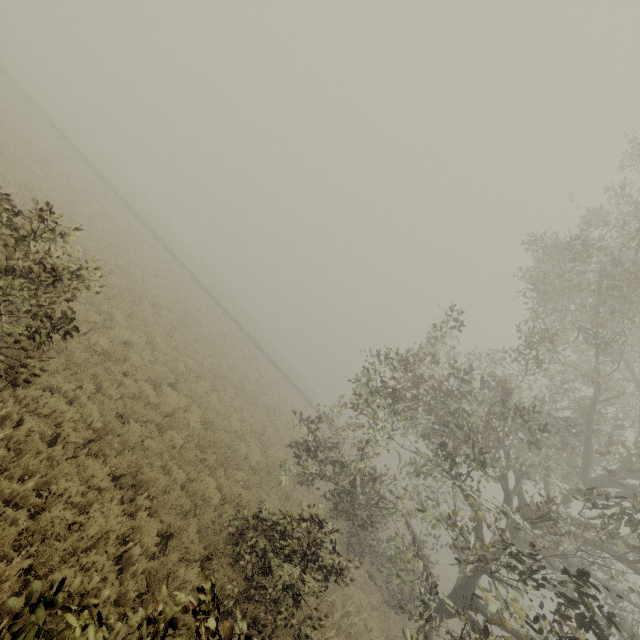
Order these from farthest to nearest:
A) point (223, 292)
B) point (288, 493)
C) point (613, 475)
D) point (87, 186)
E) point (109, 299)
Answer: point (223, 292) < point (87, 186) < point (288, 493) < point (109, 299) < point (613, 475)
